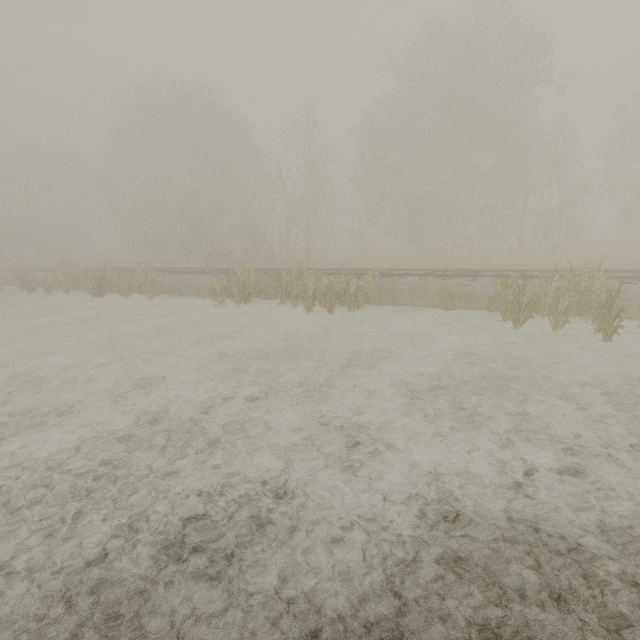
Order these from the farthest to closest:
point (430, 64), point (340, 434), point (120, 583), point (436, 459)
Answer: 1. point (430, 64)
2. point (340, 434)
3. point (436, 459)
4. point (120, 583)
